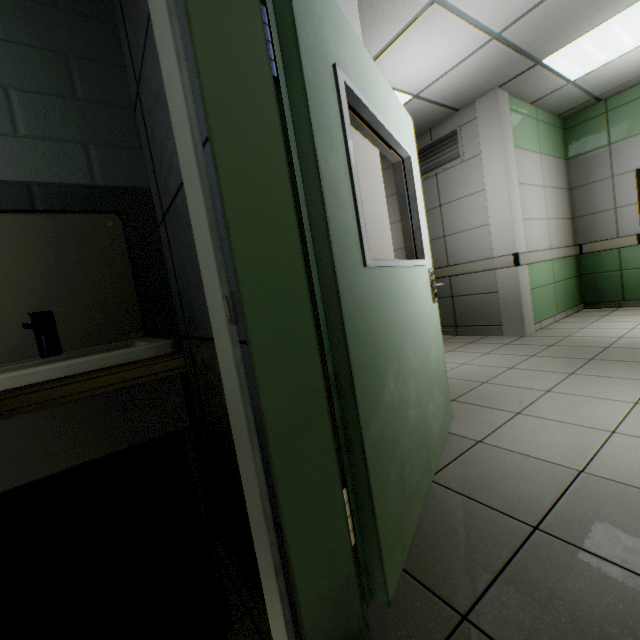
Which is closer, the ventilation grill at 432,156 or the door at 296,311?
the door at 296,311

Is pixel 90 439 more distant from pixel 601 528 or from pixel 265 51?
pixel 601 528

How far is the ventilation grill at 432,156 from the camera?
4.7 meters

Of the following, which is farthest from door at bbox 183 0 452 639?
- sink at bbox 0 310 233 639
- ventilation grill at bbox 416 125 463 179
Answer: ventilation grill at bbox 416 125 463 179

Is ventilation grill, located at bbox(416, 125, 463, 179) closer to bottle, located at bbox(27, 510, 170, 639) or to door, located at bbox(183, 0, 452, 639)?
door, located at bbox(183, 0, 452, 639)

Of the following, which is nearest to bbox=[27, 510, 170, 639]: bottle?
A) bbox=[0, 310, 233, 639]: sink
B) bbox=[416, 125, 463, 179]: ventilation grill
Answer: bbox=[0, 310, 233, 639]: sink
